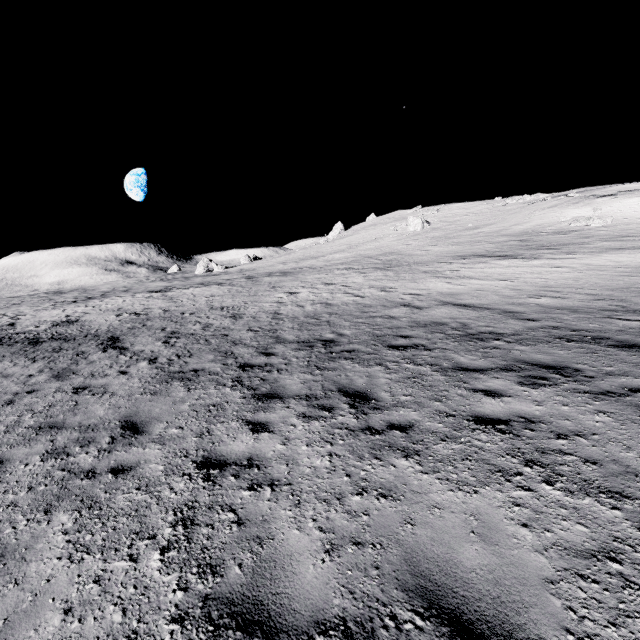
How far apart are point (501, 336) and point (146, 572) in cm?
907

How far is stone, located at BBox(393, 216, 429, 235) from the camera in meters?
47.7

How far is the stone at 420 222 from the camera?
47.66m
